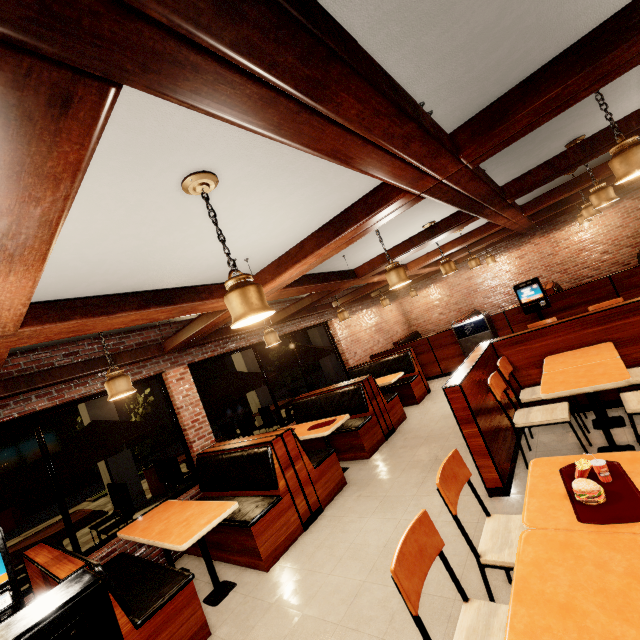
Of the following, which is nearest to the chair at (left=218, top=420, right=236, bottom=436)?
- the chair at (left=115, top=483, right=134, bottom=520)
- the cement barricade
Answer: the chair at (left=115, top=483, right=134, bottom=520)

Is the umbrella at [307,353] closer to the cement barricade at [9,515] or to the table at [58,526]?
the table at [58,526]

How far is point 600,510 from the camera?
1.6 meters

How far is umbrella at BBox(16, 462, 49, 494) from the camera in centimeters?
467cm

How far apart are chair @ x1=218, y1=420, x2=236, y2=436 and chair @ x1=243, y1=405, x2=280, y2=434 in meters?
0.8 m

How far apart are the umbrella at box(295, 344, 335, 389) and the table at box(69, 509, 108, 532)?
4.92m

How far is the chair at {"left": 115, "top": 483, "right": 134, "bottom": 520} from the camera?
6.0 meters

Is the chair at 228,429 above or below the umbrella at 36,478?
below
